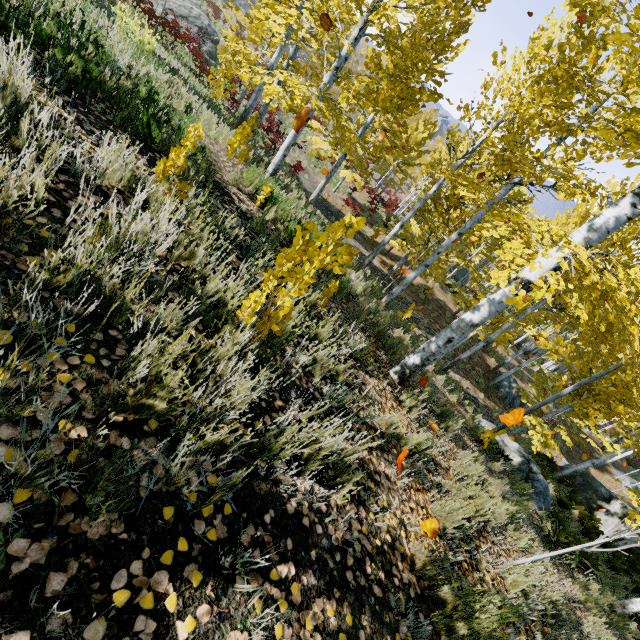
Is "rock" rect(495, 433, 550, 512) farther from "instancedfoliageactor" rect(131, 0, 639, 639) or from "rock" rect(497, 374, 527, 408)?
"rock" rect(497, 374, 527, 408)

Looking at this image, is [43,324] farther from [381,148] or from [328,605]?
[381,148]

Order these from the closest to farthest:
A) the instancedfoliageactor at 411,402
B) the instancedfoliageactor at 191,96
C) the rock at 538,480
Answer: the instancedfoliageactor at 411,402, the instancedfoliageactor at 191,96, the rock at 538,480

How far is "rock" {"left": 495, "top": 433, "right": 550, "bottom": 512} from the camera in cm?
990

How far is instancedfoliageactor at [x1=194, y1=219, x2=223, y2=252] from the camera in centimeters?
265cm

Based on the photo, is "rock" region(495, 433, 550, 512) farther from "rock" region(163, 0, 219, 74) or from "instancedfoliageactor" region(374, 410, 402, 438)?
"rock" region(163, 0, 219, 74)

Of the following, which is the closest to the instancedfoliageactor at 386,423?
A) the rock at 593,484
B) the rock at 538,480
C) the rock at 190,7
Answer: the rock at 538,480
